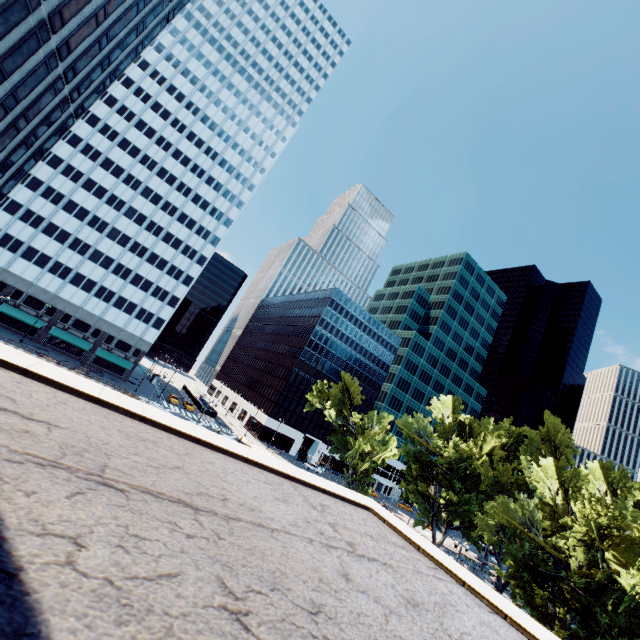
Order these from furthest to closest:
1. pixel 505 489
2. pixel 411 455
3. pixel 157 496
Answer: pixel 411 455 < pixel 505 489 < pixel 157 496

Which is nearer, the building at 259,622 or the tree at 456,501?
the building at 259,622

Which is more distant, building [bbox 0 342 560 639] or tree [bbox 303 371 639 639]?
tree [bbox 303 371 639 639]
